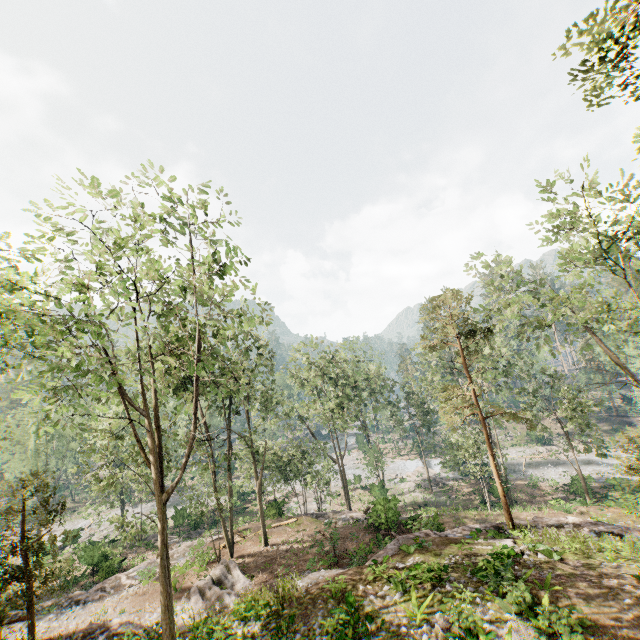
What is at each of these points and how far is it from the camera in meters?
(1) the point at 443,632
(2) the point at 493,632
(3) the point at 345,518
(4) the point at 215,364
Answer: (1) foliage, 10.3 m
(2) foliage, 9.7 m
(3) ground embankment, 29.1 m
(4) foliage, 16.3 m

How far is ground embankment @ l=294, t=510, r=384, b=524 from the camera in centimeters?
2395cm

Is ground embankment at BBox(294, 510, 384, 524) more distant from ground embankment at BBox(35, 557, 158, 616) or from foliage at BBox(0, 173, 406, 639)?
ground embankment at BBox(35, 557, 158, 616)

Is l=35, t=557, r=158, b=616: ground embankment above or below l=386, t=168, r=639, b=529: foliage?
below

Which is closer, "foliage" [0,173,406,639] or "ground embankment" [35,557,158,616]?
"foliage" [0,173,406,639]

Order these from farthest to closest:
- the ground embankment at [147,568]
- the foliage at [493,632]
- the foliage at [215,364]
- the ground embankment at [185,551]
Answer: the ground embankment at [185,551]
the ground embankment at [147,568]
the foliage at [215,364]
the foliage at [493,632]

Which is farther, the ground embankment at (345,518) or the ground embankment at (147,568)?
the ground embankment at (345,518)

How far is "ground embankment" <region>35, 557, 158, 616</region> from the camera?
21.9 meters
